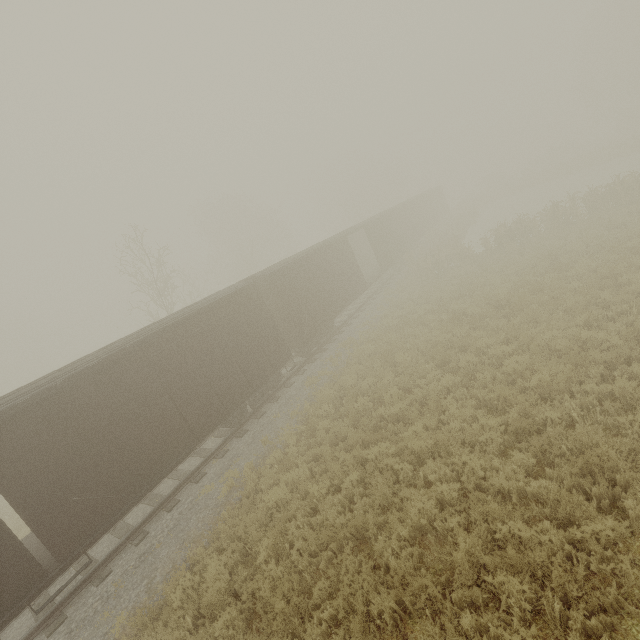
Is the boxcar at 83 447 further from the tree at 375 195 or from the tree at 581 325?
the tree at 375 195

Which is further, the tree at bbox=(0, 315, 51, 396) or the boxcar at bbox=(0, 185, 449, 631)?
the tree at bbox=(0, 315, 51, 396)

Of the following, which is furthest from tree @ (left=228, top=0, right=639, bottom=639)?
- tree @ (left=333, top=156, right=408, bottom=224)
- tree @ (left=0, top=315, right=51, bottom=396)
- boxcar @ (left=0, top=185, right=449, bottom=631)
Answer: tree @ (left=0, top=315, right=51, bottom=396)

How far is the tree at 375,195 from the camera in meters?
45.9 m

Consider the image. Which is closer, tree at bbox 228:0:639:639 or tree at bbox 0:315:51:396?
tree at bbox 228:0:639:639

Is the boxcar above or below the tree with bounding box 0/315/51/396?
below

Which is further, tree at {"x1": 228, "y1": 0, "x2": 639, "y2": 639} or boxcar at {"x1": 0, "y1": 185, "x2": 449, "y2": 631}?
boxcar at {"x1": 0, "y1": 185, "x2": 449, "y2": 631}

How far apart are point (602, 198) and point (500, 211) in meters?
20.9
